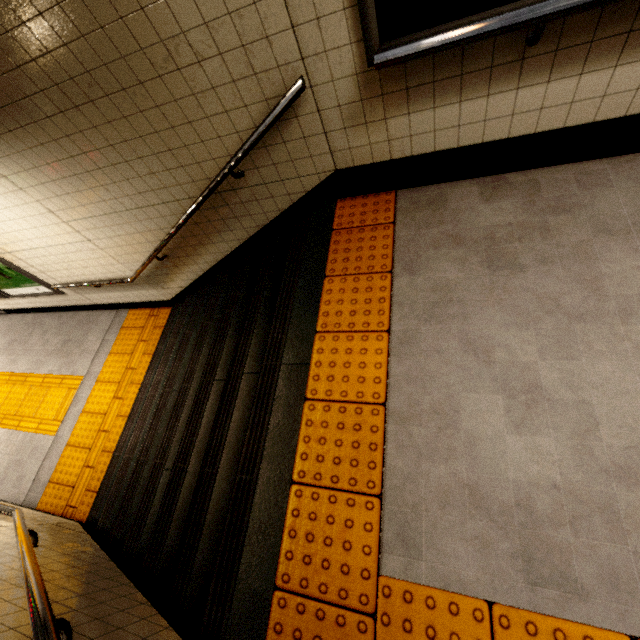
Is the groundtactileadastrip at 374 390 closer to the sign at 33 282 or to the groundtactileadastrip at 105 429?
the groundtactileadastrip at 105 429

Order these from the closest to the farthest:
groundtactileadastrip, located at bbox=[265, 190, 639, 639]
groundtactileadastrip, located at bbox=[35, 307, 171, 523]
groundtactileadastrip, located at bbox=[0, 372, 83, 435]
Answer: groundtactileadastrip, located at bbox=[265, 190, 639, 639], groundtactileadastrip, located at bbox=[35, 307, 171, 523], groundtactileadastrip, located at bbox=[0, 372, 83, 435]

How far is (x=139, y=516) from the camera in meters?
2.7

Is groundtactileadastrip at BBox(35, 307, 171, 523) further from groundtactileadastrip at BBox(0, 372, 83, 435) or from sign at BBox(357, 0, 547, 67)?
sign at BBox(357, 0, 547, 67)

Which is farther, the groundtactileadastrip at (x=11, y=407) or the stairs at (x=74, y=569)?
the groundtactileadastrip at (x=11, y=407)

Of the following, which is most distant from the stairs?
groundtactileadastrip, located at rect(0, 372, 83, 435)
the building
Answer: groundtactileadastrip, located at rect(0, 372, 83, 435)

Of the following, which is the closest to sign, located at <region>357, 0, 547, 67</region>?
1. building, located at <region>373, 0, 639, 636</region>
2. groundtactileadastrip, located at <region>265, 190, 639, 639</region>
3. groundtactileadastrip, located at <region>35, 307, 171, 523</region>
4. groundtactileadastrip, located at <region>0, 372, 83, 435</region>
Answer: building, located at <region>373, 0, 639, 636</region>

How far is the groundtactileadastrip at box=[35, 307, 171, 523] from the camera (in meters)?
4.03
